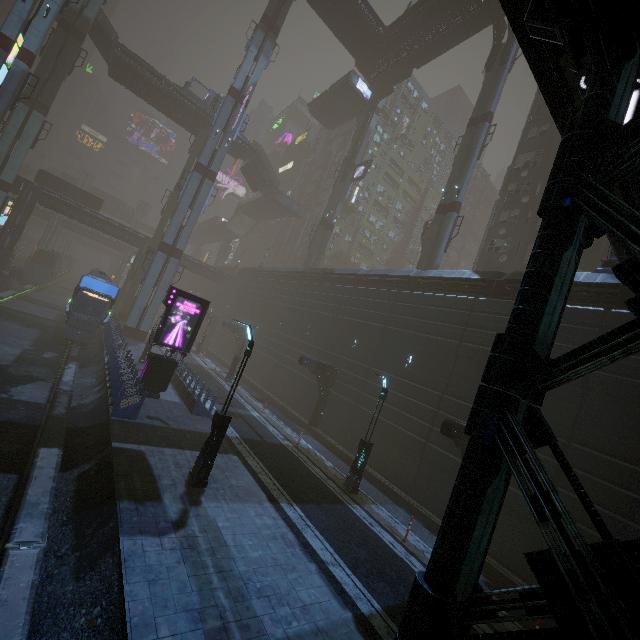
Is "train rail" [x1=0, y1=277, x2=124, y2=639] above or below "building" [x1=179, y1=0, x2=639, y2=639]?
below

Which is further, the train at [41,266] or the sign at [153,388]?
the train at [41,266]

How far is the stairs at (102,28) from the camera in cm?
3603

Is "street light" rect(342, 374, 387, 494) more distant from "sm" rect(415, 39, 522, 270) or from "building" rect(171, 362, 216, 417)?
"sm" rect(415, 39, 522, 270)

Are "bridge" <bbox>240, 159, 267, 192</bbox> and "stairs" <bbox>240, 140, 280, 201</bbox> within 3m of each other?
yes

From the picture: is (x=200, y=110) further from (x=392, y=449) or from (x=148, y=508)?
(x=148, y=508)

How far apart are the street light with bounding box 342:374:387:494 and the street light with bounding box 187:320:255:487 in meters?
6.7 m

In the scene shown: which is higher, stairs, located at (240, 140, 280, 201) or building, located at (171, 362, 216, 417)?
stairs, located at (240, 140, 280, 201)
